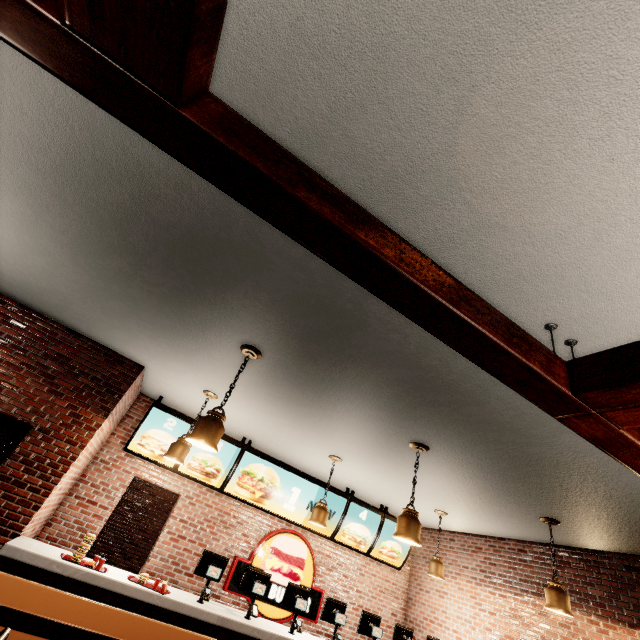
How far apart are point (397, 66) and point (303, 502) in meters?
7.4
